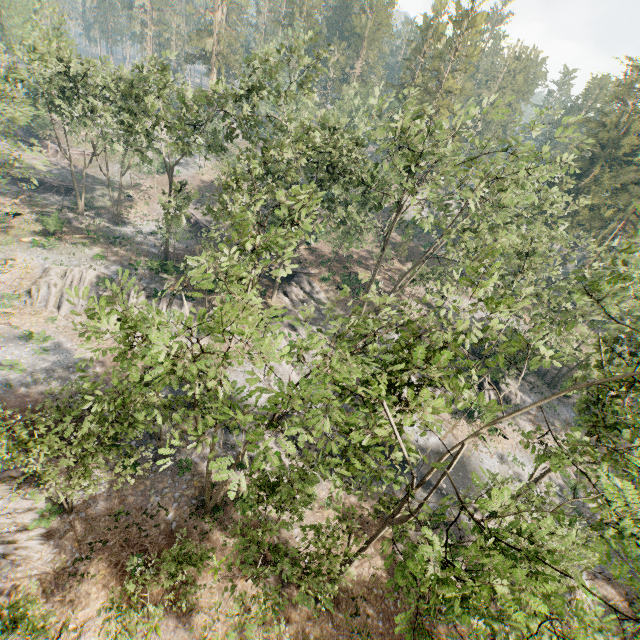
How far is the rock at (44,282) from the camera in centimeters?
3066cm

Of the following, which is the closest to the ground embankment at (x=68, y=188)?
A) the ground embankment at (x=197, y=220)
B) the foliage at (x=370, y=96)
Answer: the foliage at (x=370, y=96)

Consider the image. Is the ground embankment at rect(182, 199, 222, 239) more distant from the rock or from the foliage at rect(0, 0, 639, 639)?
the foliage at rect(0, 0, 639, 639)

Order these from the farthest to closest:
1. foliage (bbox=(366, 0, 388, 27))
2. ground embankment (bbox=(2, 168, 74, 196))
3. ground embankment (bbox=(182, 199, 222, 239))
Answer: foliage (bbox=(366, 0, 388, 27)), ground embankment (bbox=(182, 199, 222, 239)), ground embankment (bbox=(2, 168, 74, 196))

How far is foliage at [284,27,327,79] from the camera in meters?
21.5 m

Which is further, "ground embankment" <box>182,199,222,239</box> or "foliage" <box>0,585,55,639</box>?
"ground embankment" <box>182,199,222,239</box>

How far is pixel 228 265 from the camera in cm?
3033
